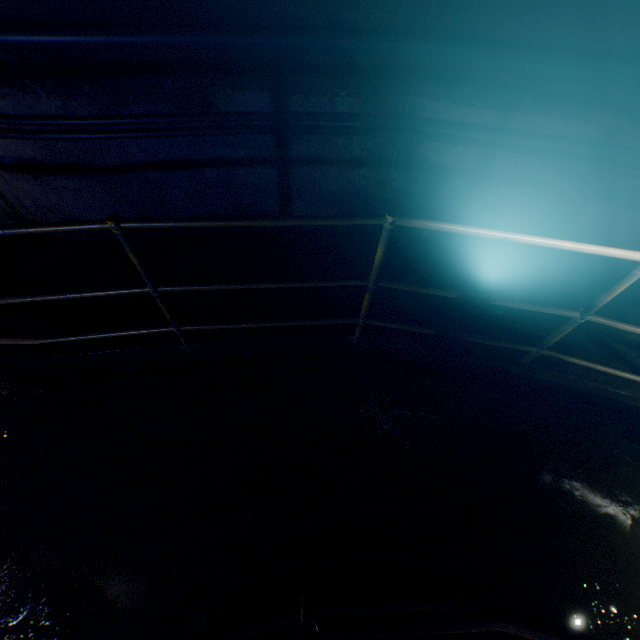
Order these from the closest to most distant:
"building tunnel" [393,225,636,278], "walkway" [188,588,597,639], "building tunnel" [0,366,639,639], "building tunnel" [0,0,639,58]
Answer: "walkway" [188,588,597,639]
"building tunnel" [0,0,639,58]
"building tunnel" [0,366,639,639]
"building tunnel" [393,225,636,278]

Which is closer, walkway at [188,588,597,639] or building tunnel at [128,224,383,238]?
walkway at [188,588,597,639]

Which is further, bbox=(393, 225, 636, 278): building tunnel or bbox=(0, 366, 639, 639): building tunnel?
bbox=(393, 225, 636, 278): building tunnel

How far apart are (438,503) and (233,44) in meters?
3.9 m

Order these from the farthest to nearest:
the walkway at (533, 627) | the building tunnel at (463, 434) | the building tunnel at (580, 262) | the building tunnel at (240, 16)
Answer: the building tunnel at (580, 262) → the building tunnel at (463, 434) → the building tunnel at (240, 16) → the walkway at (533, 627)

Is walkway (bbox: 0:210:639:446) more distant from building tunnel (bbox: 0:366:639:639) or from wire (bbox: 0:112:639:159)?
wire (bbox: 0:112:639:159)

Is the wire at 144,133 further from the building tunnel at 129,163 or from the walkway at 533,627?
the walkway at 533,627

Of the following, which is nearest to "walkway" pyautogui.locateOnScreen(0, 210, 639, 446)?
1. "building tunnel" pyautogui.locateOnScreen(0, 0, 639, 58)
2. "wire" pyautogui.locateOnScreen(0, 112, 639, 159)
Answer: "building tunnel" pyautogui.locateOnScreen(0, 0, 639, 58)
